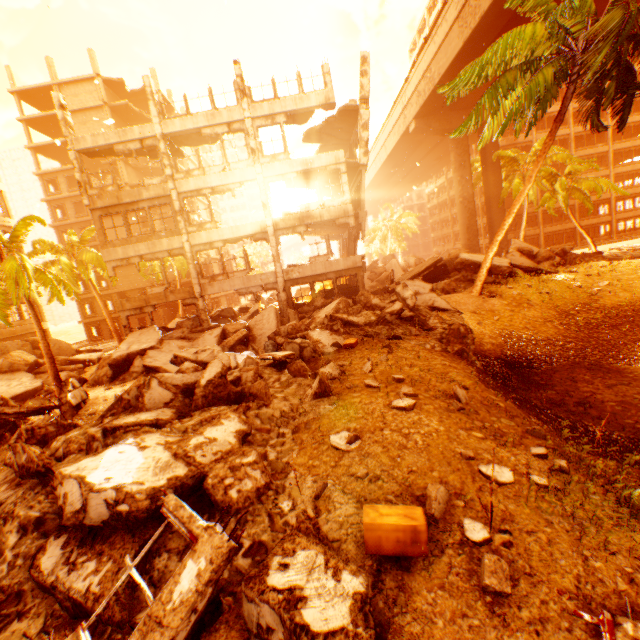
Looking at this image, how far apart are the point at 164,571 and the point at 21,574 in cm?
221

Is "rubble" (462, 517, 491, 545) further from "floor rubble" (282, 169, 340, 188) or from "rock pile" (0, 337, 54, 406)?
"floor rubble" (282, 169, 340, 188)

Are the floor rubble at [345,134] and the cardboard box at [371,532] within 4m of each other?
no

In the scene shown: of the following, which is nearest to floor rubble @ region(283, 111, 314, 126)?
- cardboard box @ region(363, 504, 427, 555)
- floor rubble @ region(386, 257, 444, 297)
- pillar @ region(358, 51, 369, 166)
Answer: pillar @ region(358, 51, 369, 166)

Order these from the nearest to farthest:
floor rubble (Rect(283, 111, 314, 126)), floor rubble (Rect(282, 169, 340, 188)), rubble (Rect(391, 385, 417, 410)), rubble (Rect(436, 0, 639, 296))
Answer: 1. rubble (Rect(391, 385, 417, 410))
2. rubble (Rect(436, 0, 639, 296))
3. floor rubble (Rect(283, 111, 314, 126))
4. floor rubble (Rect(282, 169, 340, 188))

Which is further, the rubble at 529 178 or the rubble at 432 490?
the rubble at 529 178

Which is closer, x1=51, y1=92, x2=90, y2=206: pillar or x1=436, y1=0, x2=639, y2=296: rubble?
x1=436, y1=0, x2=639, y2=296: rubble

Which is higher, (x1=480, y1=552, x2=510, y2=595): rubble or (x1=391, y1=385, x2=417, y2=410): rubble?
(x1=391, y1=385, x2=417, y2=410): rubble
